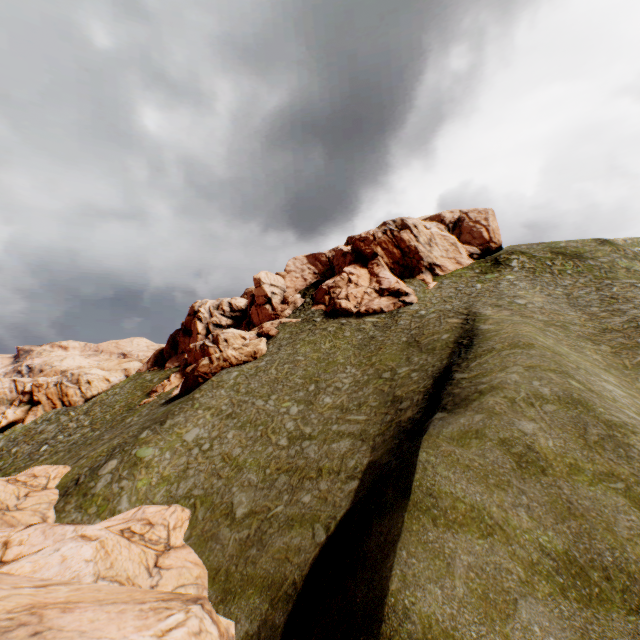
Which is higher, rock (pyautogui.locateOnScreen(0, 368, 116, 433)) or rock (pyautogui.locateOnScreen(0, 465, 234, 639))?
rock (pyautogui.locateOnScreen(0, 368, 116, 433))

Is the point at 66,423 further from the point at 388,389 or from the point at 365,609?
the point at 365,609

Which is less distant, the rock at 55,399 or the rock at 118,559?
the rock at 118,559

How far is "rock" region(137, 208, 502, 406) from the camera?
42.8 meters

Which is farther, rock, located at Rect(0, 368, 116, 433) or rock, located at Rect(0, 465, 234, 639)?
rock, located at Rect(0, 368, 116, 433)
